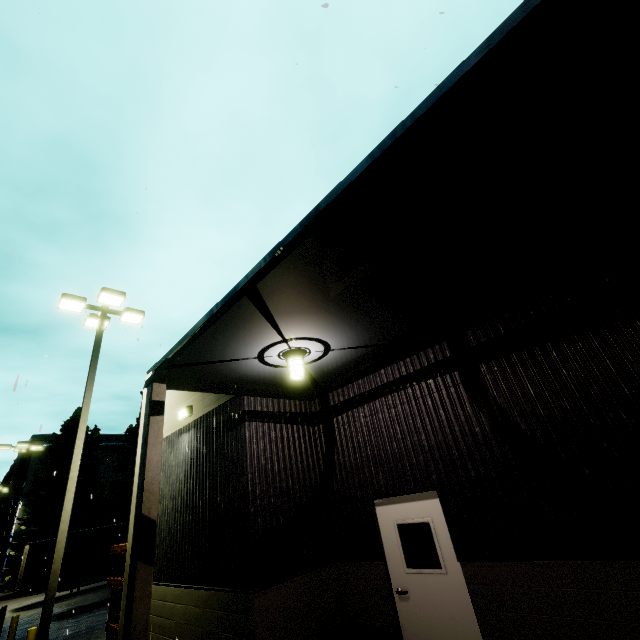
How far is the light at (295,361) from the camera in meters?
5.2

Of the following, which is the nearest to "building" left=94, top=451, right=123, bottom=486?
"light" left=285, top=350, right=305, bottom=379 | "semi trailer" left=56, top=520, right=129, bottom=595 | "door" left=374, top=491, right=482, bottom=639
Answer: "semi trailer" left=56, top=520, right=129, bottom=595

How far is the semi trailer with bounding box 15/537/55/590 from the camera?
20.14m

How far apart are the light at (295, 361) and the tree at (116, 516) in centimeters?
3560cm

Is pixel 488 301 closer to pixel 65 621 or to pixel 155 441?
pixel 155 441

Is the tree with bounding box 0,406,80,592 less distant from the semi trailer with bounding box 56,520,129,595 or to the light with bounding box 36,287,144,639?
the semi trailer with bounding box 56,520,129,595

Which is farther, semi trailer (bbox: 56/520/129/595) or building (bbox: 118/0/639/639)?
semi trailer (bbox: 56/520/129/595)

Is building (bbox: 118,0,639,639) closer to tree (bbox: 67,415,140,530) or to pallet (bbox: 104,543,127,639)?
pallet (bbox: 104,543,127,639)
